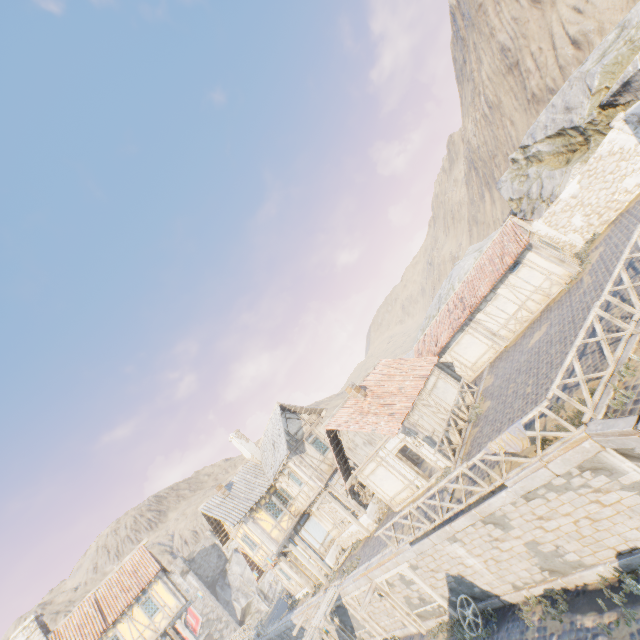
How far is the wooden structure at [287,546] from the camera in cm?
2102

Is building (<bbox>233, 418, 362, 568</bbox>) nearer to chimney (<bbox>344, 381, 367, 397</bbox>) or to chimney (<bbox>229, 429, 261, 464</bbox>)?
chimney (<bbox>229, 429, 261, 464</bbox>)

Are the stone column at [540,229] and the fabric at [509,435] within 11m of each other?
no

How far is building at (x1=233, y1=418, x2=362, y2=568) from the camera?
21.3m

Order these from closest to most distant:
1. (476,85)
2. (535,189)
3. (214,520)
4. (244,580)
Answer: (535,189) < (214,520) < (244,580) < (476,85)

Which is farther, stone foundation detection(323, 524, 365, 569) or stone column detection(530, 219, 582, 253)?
stone foundation detection(323, 524, 365, 569)

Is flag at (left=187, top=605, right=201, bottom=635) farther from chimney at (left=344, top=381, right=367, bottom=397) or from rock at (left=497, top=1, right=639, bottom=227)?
chimney at (left=344, top=381, right=367, bottom=397)

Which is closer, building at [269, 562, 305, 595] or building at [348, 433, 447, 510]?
building at [348, 433, 447, 510]
